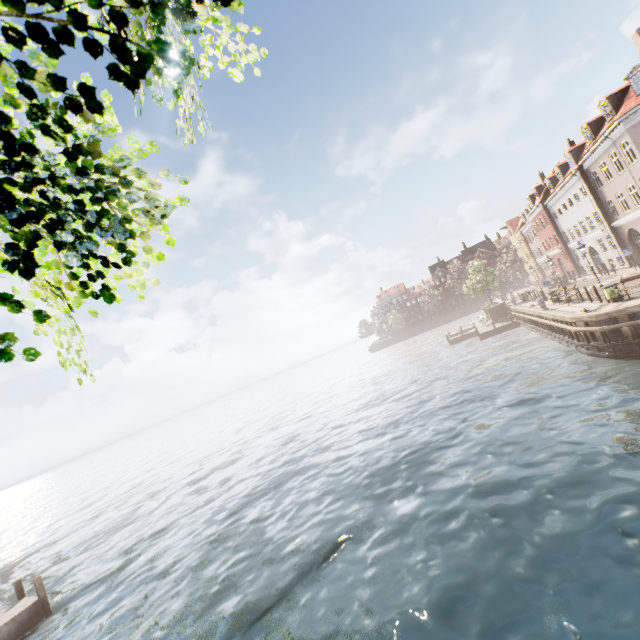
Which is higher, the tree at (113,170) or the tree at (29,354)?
the tree at (113,170)

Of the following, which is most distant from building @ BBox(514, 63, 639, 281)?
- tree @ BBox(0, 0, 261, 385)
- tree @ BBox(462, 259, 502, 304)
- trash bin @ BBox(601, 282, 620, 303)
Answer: trash bin @ BBox(601, 282, 620, 303)

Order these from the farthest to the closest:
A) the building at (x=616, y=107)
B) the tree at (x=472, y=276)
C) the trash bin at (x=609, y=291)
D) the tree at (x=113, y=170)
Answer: → the tree at (x=472, y=276) < the building at (x=616, y=107) < the trash bin at (x=609, y=291) < the tree at (x=113, y=170)

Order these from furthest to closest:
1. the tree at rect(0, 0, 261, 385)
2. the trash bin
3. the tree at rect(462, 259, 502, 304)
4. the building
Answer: the tree at rect(462, 259, 502, 304)
the building
the trash bin
the tree at rect(0, 0, 261, 385)

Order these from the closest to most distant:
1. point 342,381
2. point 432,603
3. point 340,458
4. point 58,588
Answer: point 432,603, point 58,588, point 340,458, point 342,381

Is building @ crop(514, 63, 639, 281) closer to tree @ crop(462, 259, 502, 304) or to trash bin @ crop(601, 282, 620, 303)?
tree @ crop(462, 259, 502, 304)
